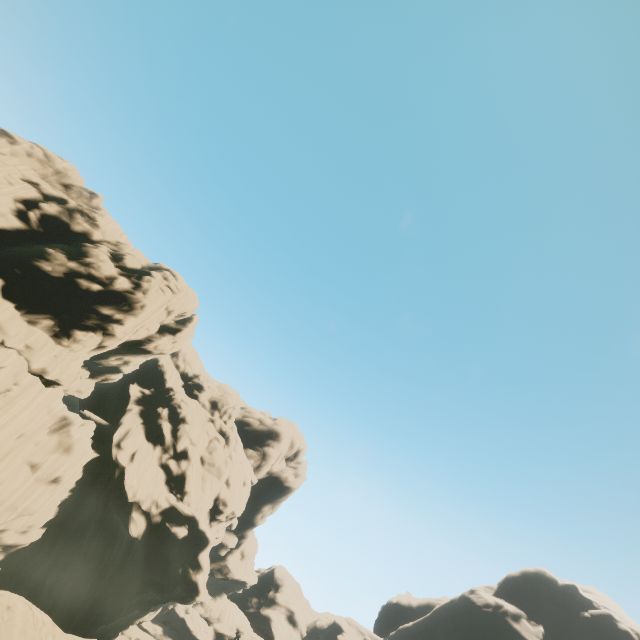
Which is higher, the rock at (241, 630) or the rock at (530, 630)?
the rock at (530, 630)

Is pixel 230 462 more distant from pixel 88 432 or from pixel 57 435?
pixel 57 435

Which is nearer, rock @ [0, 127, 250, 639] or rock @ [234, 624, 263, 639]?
rock @ [0, 127, 250, 639]

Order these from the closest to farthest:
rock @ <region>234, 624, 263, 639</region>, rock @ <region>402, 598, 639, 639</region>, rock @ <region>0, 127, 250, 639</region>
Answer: rock @ <region>0, 127, 250, 639</region> → rock @ <region>234, 624, 263, 639</region> → rock @ <region>402, 598, 639, 639</region>

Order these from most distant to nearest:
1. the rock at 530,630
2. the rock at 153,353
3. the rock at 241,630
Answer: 1. the rock at 530,630
2. the rock at 241,630
3. the rock at 153,353

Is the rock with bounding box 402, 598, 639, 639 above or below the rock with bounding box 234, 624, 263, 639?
above
